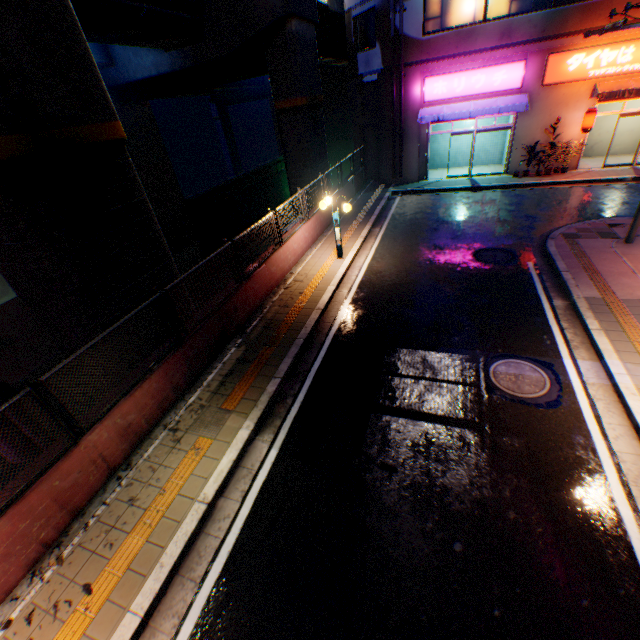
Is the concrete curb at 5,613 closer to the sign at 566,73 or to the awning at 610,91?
the sign at 566,73

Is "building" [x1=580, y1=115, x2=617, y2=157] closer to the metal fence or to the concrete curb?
the concrete curb

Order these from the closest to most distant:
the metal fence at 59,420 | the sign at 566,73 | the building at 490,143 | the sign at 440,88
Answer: the metal fence at 59,420 < the sign at 566,73 < the sign at 440,88 < the building at 490,143

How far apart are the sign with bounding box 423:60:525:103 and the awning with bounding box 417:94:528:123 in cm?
19

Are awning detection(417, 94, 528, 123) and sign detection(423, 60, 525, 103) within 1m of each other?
yes

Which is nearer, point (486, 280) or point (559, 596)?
point (559, 596)

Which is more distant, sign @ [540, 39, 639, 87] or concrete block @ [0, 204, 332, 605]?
sign @ [540, 39, 639, 87]

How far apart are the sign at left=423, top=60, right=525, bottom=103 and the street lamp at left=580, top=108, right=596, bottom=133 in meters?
3.1
